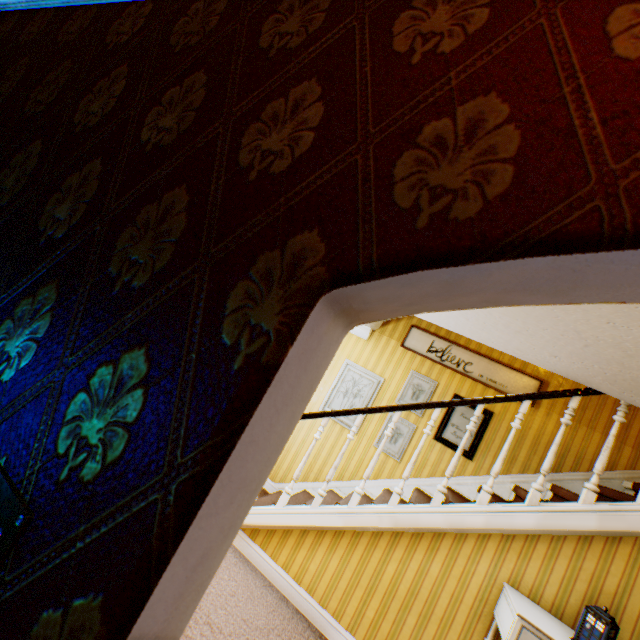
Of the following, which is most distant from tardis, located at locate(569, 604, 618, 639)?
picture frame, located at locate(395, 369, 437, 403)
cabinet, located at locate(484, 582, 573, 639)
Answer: picture frame, located at locate(395, 369, 437, 403)

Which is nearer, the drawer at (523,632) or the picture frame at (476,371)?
the drawer at (523,632)

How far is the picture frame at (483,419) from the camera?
4.5m

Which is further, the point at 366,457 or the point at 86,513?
the point at 366,457

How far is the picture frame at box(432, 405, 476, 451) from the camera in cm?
464

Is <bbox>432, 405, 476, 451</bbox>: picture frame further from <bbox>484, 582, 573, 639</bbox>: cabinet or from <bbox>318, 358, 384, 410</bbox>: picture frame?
<bbox>484, 582, 573, 639</bbox>: cabinet

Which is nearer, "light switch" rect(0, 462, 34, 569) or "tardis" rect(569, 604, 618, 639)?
"light switch" rect(0, 462, 34, 569)

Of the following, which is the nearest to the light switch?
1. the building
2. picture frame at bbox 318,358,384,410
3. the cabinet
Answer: the building
